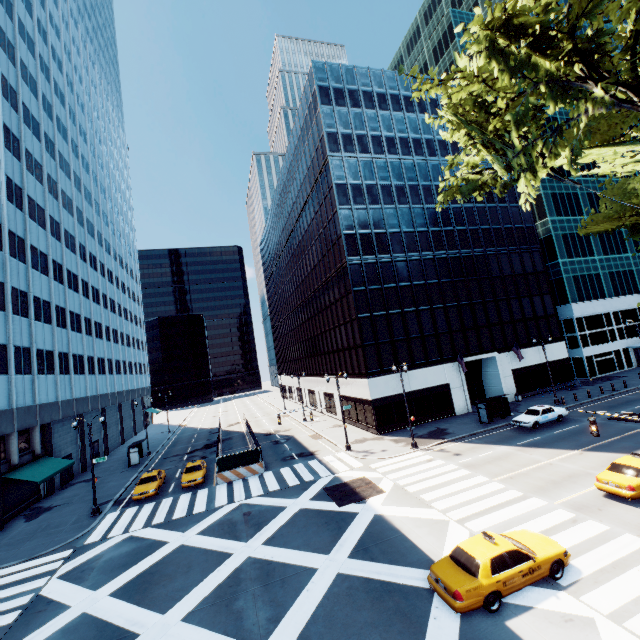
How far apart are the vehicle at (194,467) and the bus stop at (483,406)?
26.7m

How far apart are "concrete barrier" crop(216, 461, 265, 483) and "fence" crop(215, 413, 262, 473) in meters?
0.0 m

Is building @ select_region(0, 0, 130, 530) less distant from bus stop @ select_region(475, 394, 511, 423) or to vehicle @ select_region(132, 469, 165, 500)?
vehicle @ select_region(132, 469, 165, 500)

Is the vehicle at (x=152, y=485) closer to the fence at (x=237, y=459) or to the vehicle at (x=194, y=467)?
the vehicle at (x=194, y=467)

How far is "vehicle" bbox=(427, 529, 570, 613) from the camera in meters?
10.5

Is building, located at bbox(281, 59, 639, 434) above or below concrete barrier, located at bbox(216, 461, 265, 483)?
above

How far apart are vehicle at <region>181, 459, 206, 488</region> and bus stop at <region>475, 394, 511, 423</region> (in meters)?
26.67

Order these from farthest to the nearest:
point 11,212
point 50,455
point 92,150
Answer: point 92,150 → point 50,455 → point 11,212
